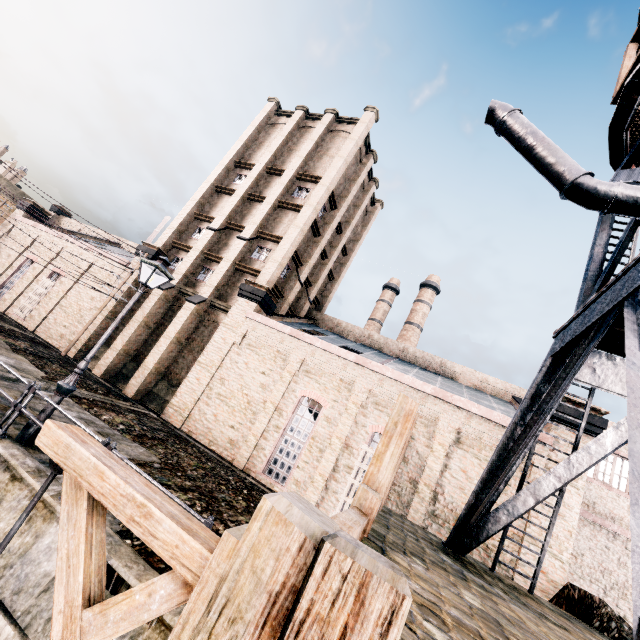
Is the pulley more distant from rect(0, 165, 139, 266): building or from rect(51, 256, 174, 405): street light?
rect(0, 165, 139, 266): building

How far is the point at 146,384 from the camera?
20.6 meters

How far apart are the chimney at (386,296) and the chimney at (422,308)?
2.5 meters

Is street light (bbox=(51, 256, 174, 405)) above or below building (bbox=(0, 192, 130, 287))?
below

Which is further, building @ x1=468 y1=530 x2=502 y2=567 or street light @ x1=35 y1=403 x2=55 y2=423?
building @ x1=468 y1=530 x2=502 y2=567

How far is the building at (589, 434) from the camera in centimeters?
1419cm

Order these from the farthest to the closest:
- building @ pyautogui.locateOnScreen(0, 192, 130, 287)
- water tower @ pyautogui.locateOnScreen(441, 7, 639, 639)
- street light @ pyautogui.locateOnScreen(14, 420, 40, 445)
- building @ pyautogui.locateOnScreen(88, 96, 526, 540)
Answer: building @ pyautogui.locateOnScreen(0, 192, 130, 287) → building @ pyautogui.locateOnScreen(88, 96, 526, 540) → street light @ pyautogui.locateOnScreen(14, 420, 40, 445) → water tower @ pyautogui.locateOnScreen(441, 7, 639, 639)

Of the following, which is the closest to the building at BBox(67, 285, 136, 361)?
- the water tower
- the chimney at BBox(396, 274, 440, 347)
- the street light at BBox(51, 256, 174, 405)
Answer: the water tower
